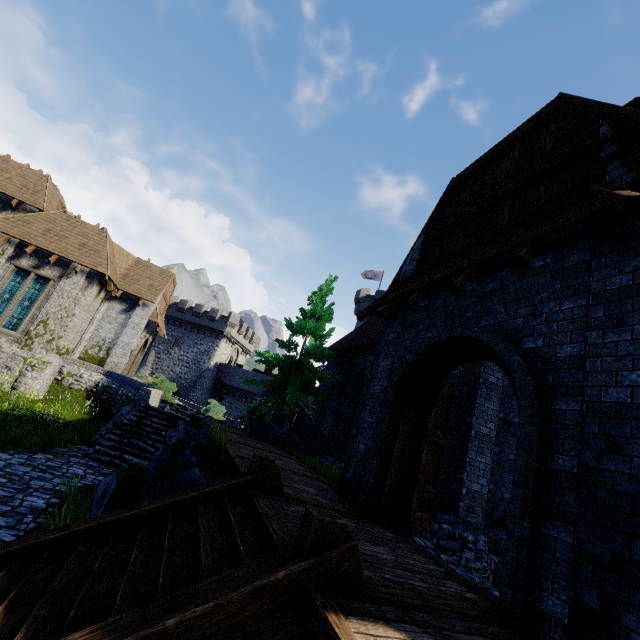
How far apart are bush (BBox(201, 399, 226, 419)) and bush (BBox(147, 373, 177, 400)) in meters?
4.7 m

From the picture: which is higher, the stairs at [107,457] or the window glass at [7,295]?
the window glass at [7,295]

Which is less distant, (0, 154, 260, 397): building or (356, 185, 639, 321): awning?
(356, 185, 639, 321): awning

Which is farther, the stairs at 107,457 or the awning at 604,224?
the stairs at 107,457

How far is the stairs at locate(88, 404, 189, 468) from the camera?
11.30m

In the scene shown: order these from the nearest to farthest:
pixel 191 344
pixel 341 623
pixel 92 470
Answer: pixel 341 623 < pixel 92 470 < pixel 191 344

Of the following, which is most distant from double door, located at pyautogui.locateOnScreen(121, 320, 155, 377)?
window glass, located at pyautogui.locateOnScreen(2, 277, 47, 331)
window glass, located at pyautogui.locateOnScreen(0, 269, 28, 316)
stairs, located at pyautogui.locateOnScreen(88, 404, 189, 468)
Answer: stairs, located at pyautogui.locateOnScreen(88, 404, 189, 468)

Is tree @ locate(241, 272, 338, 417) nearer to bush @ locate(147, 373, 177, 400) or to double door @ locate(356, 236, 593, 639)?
bush @ locate(147, 373, 177, 400)
